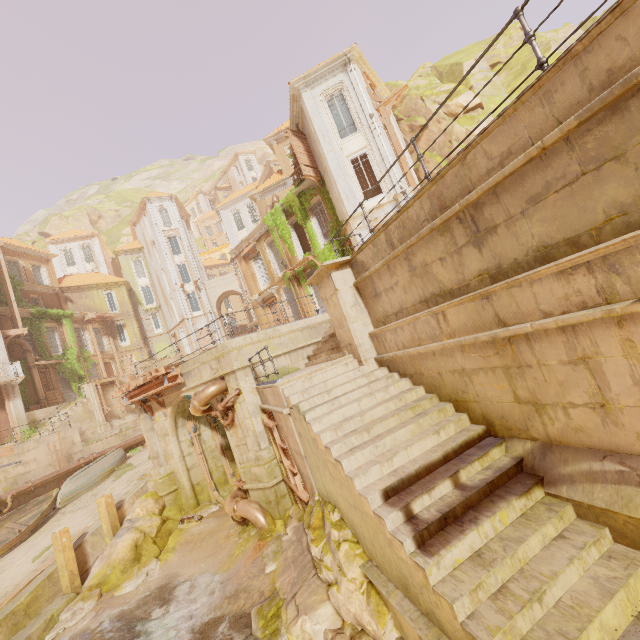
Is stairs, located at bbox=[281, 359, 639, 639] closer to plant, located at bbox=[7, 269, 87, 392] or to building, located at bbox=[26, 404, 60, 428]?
plant, located at bbox=[7, 269, 87, 392]

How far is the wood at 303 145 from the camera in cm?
1958

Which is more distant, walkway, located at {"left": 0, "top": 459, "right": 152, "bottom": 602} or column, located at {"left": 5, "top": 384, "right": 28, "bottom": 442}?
column, located at {"left": 5, "top": 384, "right": 28, "bottom": 442}

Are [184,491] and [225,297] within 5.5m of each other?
no

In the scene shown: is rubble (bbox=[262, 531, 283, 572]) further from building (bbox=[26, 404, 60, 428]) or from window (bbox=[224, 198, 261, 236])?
window (bbox=[224, 198, 261, 236])

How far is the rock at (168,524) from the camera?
11.00m

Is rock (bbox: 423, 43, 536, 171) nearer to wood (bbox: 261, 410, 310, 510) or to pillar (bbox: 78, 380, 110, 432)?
wood (bbox: 261, 410, 310, 510)

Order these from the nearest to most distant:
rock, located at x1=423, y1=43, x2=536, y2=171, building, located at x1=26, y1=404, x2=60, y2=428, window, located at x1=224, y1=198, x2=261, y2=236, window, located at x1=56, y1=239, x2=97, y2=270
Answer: rock, located at x1=423, y1=43, x2=536, y2=171 < building, located at x1=26, y1=404, x2=60, y2=428 < window, located at x1=224, y1=198, x2=261, y2=236 < window, located at x1=56, y1=239, x2=97, y2=270
